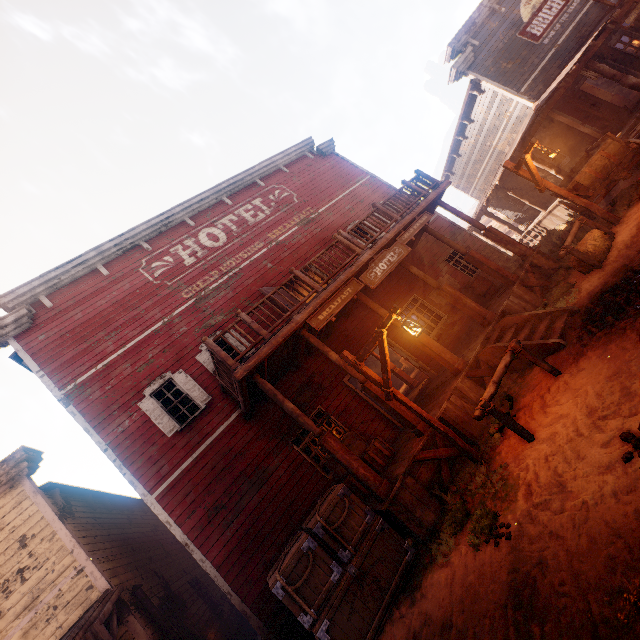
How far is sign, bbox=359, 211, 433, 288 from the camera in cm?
849

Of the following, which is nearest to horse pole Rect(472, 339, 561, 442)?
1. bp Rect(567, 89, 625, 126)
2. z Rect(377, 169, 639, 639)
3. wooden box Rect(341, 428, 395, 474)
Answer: z Rect(377, 169, 639, 639)

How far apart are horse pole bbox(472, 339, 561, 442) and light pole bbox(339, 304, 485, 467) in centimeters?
92cm

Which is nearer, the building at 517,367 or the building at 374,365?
the building at 517,367

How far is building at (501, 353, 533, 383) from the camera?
7.2m

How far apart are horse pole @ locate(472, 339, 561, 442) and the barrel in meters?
5.9

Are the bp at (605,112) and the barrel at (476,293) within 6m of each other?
no

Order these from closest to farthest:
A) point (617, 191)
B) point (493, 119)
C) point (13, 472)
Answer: point (13, 472), point (617, 191), point (493, 119)
